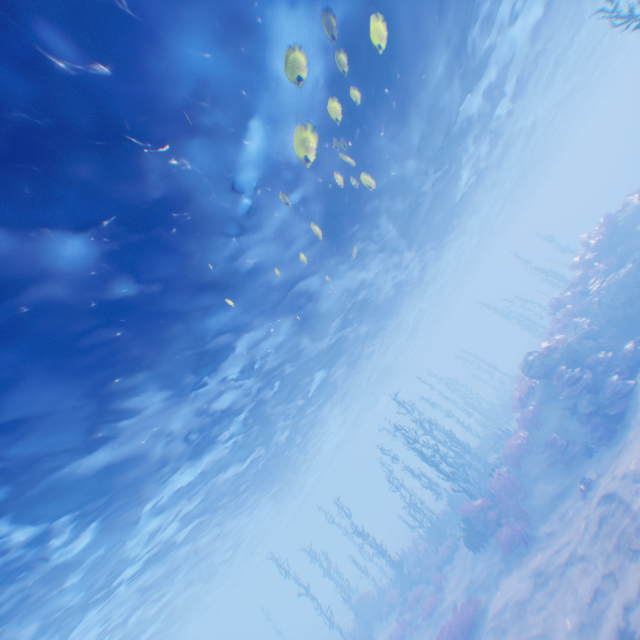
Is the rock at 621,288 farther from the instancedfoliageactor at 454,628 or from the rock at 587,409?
the instancedfoliageactor at 454,628

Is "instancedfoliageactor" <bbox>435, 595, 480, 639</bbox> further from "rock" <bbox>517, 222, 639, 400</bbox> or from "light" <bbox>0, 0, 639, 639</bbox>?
"light" <bbox>0, 0, 639, 639</bbox>

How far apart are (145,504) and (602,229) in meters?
28.9

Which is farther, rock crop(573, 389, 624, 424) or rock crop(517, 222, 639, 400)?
rock crop(517, 222, 639, 400)

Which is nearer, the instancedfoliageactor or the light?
the light

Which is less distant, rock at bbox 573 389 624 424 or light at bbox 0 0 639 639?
light at bbox 0 0 639 639

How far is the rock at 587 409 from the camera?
12.2 meters

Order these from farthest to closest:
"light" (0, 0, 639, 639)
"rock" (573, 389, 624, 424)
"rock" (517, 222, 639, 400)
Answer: "rock" (517, 222, 639, 400) → "rock" (573, 389, 624, 424) → "light" (0, 0, 639, 639)
